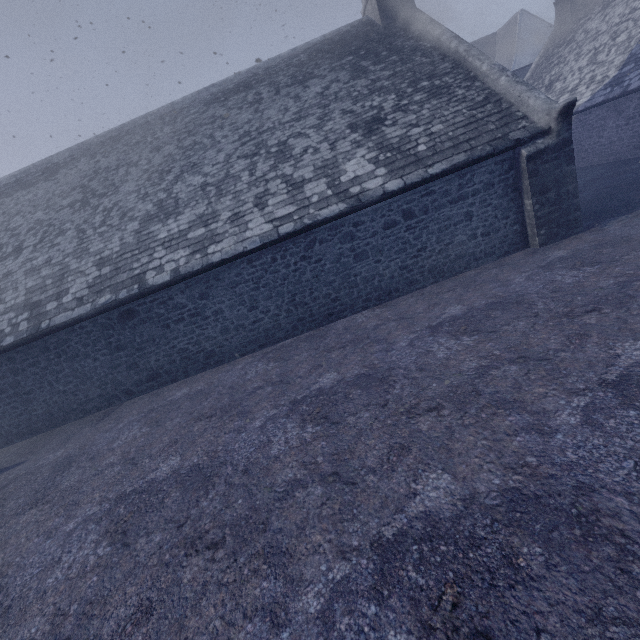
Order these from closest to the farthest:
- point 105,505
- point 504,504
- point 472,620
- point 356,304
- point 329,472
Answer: point 472,620 < point 504,504 < point 329,472 < point 105,505 < point 356,304
